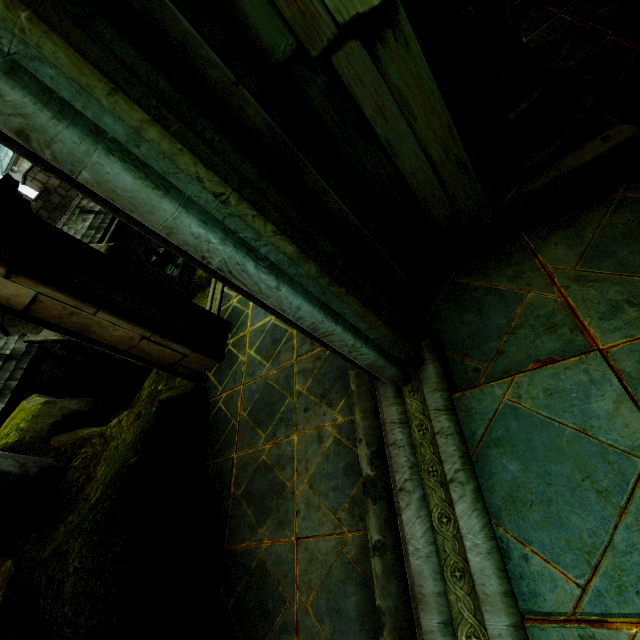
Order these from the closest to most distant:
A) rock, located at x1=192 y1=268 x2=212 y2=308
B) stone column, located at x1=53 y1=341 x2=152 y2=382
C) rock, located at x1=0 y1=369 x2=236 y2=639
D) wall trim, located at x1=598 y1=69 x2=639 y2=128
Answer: wall trim, located at x1=598 y1=69 x2=639 y2=128 < rock, located at x1=0 y1=369 x2=236 y2=639 < rock, located at x1=192 y1=268 x2=212 y2=308 < stone column, located at x1=53 y1=341 x2=152 y2=382

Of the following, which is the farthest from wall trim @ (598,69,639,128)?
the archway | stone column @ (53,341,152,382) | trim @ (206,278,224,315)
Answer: stone column @ (53,341,152,382)

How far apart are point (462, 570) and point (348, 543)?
1.2 meters

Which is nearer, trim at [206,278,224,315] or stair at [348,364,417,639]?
stair at [348,364,417,639]

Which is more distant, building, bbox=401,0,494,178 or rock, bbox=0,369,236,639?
rock, bbox=0,369,236,639

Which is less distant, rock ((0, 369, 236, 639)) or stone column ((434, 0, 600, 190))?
stone column ((434, 0, 600, 190))

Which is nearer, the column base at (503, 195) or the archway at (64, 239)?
the column base at (503, 195)

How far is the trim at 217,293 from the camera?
6.19m
